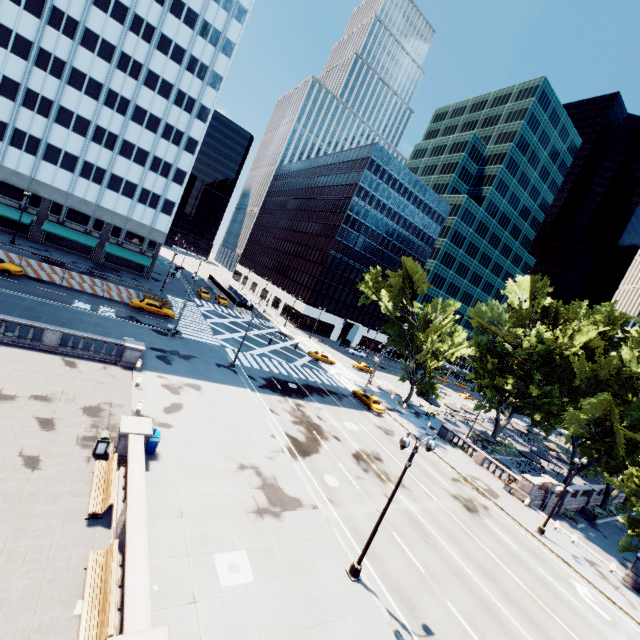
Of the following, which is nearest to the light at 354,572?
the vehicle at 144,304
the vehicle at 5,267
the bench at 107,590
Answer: the bench at 107,590

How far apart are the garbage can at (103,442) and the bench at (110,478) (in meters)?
0.91

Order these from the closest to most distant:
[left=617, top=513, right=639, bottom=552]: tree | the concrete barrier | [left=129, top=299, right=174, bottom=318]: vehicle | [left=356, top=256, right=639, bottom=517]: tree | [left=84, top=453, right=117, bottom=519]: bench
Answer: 1. [left=84, top=453, right=117, bottom=519]: bench
2. [left=617, top=513, right=639, bottom=552]: tree
3. the concrete barrier
4. [left=356, top=256, right=639, bottom=517]: tree
5. [left=129, top=299, right=174, bottom=318]: vehicle

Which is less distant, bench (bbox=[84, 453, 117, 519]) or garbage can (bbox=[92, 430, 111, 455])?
bench (bbox=[84, 453, 117, 519])

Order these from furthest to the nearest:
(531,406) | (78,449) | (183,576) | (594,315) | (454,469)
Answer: (594,315) < (531,406) < (454,469) < (78,449) < (183,576)

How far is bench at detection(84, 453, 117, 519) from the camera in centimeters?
1234cm

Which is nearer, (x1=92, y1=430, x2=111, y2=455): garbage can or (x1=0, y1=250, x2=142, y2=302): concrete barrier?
(x1=92, y1=430, x2=111, y2=455): garbage can

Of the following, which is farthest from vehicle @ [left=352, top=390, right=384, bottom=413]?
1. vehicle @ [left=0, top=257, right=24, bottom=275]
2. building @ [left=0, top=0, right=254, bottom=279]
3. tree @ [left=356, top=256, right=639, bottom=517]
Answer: building @ [left=0, top=0, right=254, bottom=279]
